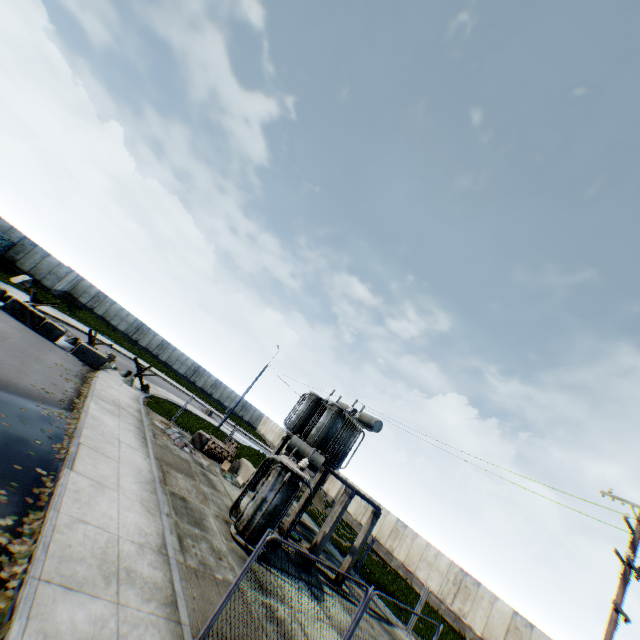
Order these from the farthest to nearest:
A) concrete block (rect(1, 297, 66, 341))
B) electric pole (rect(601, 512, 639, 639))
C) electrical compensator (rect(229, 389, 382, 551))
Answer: concrete block (rect(1, 297, 66, 341))
electrical compensator (rect(229, 389, 382, 551))
electric pole (rect(601, 512, 639, 639))

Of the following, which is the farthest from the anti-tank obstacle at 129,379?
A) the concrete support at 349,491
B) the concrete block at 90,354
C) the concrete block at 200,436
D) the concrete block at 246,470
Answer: the concrete support at 349,491

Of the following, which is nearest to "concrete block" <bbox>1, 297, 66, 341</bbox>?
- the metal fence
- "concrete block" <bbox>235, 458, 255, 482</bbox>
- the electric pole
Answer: the metal fence

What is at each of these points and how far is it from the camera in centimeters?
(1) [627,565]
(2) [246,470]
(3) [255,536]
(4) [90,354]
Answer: (1) electric pole, 1011cm
(2) concrete block, 1941cm
(3) electrical compensator, 1099cm
(4) concrete block, 1972cm

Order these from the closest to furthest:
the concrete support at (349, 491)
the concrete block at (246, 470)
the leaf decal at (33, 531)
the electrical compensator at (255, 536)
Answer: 1. the leaf decal at (33, 531)
2. the electrical compensator at (255, 536)
3. the concrete support at (349, 491)
4. the concrete block at (246, 470)

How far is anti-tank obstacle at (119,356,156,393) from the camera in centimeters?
2119cm

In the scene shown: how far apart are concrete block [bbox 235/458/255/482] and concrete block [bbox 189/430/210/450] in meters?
2.5

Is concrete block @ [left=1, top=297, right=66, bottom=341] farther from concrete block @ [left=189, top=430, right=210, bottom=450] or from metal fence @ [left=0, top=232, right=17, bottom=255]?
concrete block @ [left=189, top=430, right=210, bottom=450]
